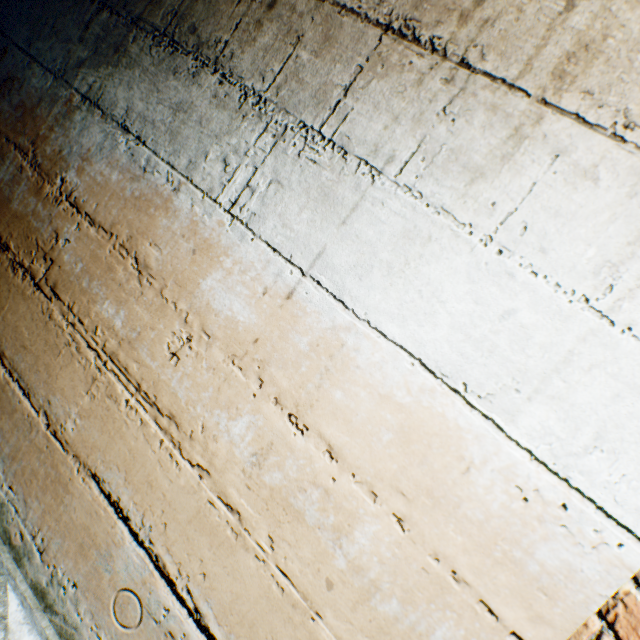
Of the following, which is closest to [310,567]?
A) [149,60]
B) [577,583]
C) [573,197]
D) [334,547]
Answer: [334,547]
